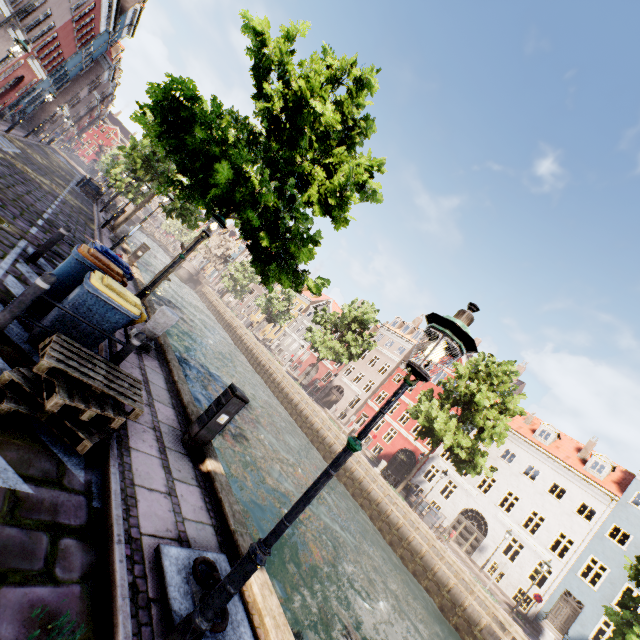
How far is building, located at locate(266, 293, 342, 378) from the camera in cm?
4834

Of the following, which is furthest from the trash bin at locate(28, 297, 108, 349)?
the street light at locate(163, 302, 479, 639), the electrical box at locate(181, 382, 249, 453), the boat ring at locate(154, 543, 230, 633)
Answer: the street light at locate(163, 302, 479, 639)

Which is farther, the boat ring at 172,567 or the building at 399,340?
the building at 399,340

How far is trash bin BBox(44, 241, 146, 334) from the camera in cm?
475

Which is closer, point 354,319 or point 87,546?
point 87,546

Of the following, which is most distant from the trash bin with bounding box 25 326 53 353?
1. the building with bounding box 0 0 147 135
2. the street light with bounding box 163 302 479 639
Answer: the building with bounding box 0 0 147 135

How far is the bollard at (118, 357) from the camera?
5.0 meters

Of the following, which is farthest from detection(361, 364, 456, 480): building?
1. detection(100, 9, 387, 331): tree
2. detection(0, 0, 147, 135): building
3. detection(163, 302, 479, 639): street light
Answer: detection(0, 0, 147, 135): building
